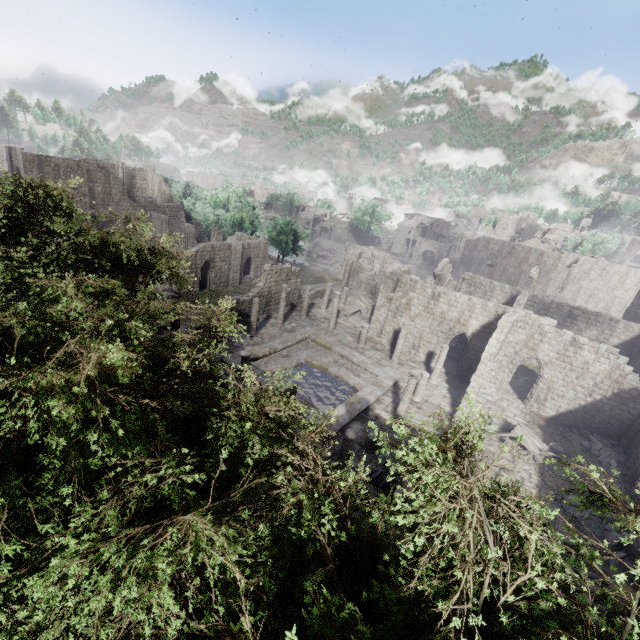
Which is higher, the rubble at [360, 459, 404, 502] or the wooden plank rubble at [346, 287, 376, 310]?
the wooden plank rubble at [346, 287, 376, 310]

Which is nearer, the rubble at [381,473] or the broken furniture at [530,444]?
the rubble at [381,473]

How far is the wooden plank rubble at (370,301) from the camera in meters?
39.4

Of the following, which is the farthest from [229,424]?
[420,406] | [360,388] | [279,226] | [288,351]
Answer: [279,226]

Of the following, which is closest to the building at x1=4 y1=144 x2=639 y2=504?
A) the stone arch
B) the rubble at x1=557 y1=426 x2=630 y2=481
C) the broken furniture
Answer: the rubble at x1=557 y1=426 x2=630 y2=481

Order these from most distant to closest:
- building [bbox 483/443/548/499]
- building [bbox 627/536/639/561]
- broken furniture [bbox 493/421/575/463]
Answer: broken furniture [bbox 493/421/575/463] < building [bbox 483/443/548/499] < building [bbox 627/536/639/561]

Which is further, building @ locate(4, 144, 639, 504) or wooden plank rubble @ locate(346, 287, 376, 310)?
wooden plank rubble @ locate(346, 287, 376, 310)

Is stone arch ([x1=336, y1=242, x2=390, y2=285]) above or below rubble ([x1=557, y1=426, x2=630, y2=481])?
above
